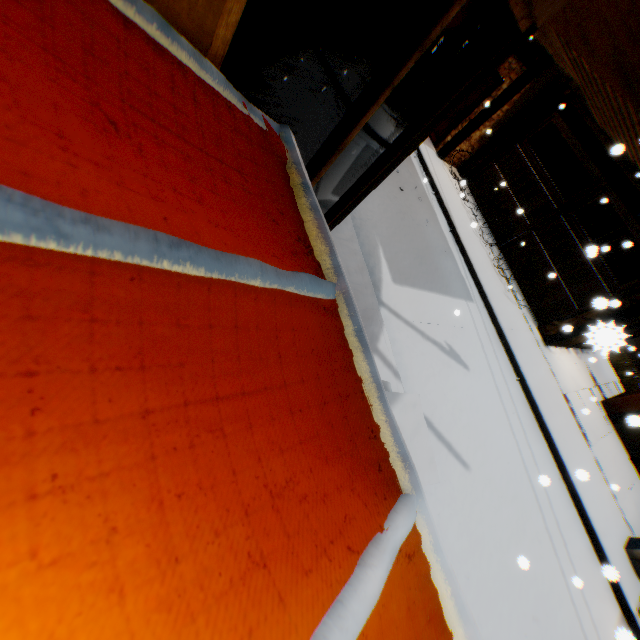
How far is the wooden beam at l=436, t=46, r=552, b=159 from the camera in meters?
9.0 m

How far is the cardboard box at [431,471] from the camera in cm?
253

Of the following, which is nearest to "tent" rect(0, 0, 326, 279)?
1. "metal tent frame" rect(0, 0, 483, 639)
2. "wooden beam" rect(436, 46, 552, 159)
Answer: "metal tent frame" rect(0, 0, 483, 639)

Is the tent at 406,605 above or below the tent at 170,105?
below

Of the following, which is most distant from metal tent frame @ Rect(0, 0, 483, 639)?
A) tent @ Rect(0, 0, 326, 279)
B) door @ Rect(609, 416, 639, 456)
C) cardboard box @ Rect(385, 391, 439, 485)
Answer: door @ Rect(609, 416, 639, 456)

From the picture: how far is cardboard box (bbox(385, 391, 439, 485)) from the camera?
2.5 meters

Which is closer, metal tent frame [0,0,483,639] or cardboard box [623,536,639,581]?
metal tent frame [0,0,483,639]

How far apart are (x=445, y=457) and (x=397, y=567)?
4.53m
